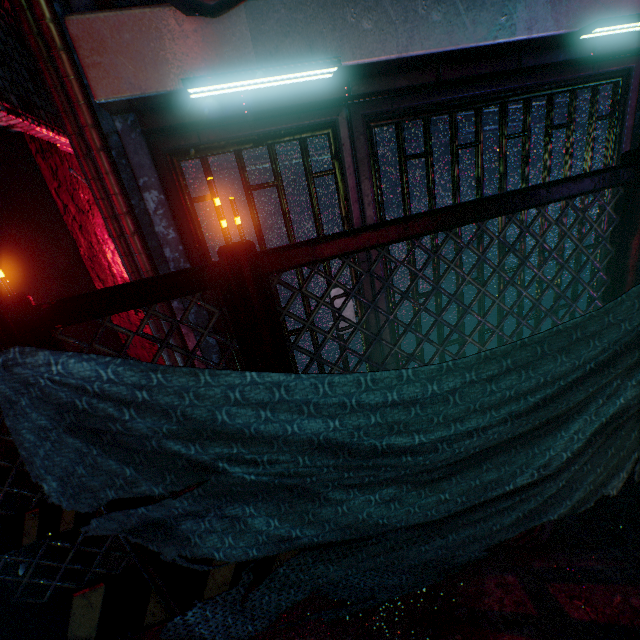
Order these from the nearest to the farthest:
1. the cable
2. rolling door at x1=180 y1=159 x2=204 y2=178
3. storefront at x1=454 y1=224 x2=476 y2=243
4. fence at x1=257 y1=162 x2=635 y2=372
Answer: the cable, fence at x1=257 y1=162 x2=635 y2=372, rolling door at x1=180 y1=159 x2=204 y2=178, storefront at x1=454 y1=224 x2=476 y2=243

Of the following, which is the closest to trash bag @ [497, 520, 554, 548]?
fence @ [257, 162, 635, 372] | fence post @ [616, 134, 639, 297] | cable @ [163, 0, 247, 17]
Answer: fence @ [257, 162, 635, 372]

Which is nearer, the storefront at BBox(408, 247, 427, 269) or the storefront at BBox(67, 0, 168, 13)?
the storefront at BBox(67, 0, 168, 13)

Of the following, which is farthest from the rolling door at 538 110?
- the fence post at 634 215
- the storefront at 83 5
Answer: the fence post at 634 215

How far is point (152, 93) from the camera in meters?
1.4

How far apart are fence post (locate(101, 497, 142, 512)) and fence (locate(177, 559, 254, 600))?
Result: 0.07m

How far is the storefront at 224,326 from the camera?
2.1 meters

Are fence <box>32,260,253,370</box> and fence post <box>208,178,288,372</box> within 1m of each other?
yes
